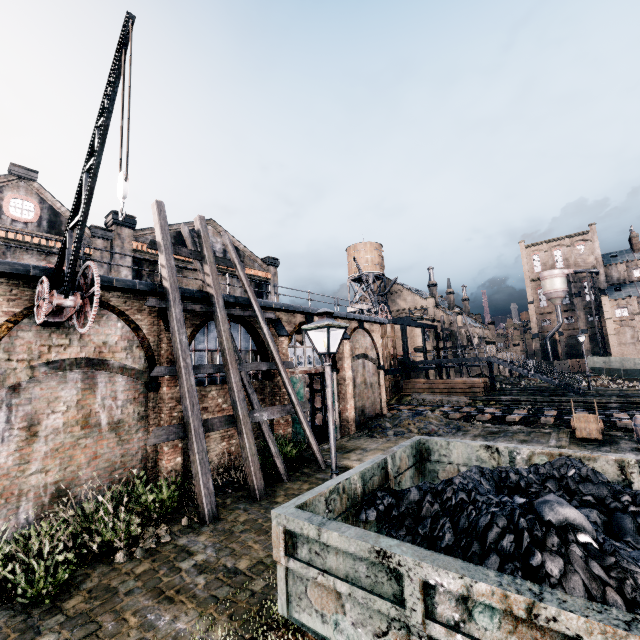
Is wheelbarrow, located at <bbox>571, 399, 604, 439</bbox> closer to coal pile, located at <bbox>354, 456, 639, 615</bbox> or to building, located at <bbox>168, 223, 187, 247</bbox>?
building, located at <bbox>168, 223, 187, 247</bbox>

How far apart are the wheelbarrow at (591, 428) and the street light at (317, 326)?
15.67m

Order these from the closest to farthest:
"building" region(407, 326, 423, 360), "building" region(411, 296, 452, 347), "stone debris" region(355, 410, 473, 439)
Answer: "stone debris" region(355, 410, 473, 439) → "building" region(407, 326, 423, 360) → "building" region(411, 296, 452, 347)

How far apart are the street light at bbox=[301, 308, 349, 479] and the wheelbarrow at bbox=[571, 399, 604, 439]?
15.67m

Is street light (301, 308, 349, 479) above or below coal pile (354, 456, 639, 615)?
above

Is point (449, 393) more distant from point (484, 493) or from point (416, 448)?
point (484, 493)

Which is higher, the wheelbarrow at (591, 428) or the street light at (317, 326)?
the street light at (317, 326)

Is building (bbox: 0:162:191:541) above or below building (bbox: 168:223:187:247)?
below
